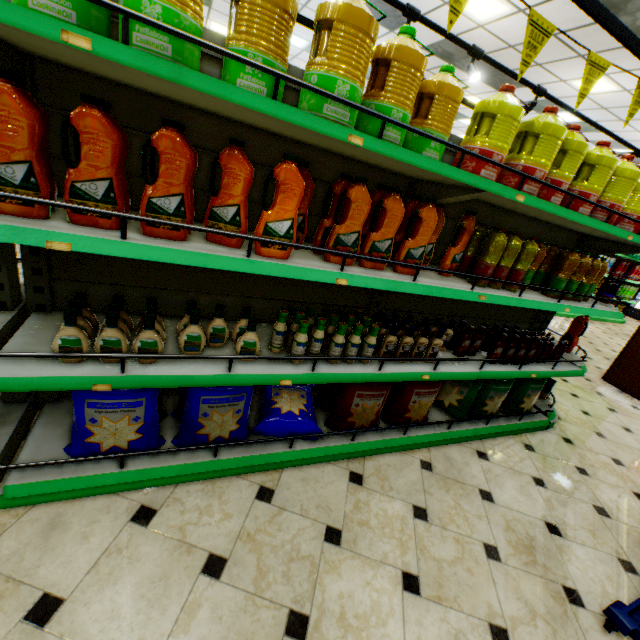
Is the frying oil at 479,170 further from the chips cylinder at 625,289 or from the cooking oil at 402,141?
the chips cylinder at 625,289

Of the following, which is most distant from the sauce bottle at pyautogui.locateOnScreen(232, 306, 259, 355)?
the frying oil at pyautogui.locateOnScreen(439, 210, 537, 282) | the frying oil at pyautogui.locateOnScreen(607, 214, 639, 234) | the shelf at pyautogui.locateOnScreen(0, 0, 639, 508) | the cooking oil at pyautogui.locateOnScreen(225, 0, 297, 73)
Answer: the frying oil at pyautogui.locateOnScreen(607, 214, 639, 234)

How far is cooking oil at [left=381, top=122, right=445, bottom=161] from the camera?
1.5m

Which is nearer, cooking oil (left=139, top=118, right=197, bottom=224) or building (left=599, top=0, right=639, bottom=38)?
cooking oil (left=139, top=118, right=197, bottom=224)

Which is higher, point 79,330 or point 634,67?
point 634,67

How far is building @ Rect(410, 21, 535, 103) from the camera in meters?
6.9 m

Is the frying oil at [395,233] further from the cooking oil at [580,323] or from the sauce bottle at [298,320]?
the cooking oil at [580,323]

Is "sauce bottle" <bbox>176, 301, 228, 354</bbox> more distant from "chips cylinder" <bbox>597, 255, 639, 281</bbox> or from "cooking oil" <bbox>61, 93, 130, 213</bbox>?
"chips cylinder" <bbox>597, 255, 639, 281</bbox>
